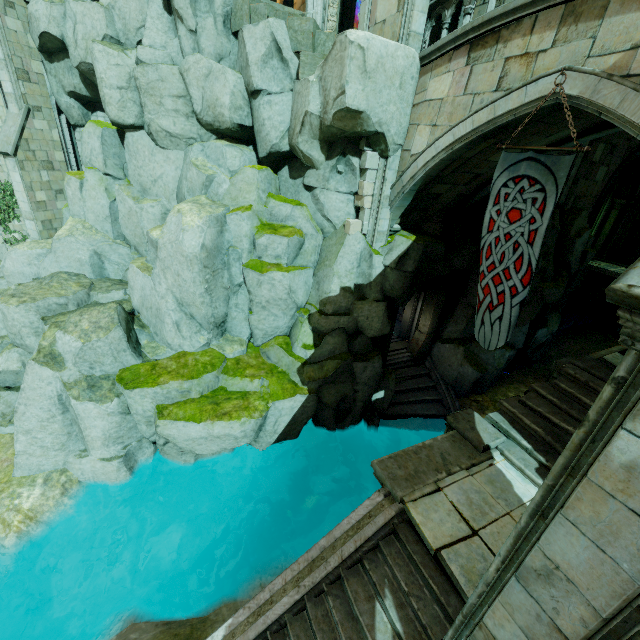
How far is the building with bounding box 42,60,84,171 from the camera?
13.90m

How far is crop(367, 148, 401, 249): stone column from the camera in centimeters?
1037cm

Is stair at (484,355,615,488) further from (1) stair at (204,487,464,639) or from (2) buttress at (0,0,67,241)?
(2) buttress at (0,0,67,241)

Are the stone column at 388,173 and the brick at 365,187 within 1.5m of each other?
yes

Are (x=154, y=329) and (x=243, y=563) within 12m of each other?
yes

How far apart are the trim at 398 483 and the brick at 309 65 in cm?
1086

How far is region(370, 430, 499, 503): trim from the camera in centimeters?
590cm

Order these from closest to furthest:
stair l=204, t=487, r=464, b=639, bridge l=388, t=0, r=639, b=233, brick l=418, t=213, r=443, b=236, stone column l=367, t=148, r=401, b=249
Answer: stair l=204, t=487, r=464, b=639 < bridge l=388, t=0, r=639, b=233 < stone column l=367, t=148, r=401, b=249 < brick l=418, t=213, r=443, b=236
